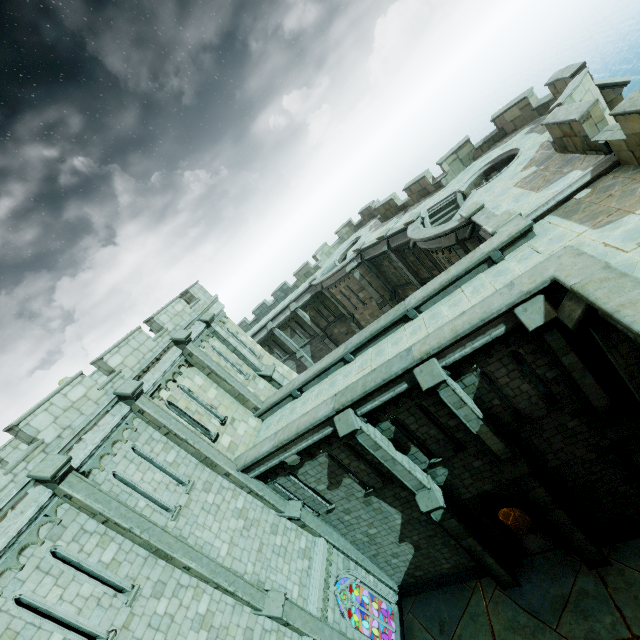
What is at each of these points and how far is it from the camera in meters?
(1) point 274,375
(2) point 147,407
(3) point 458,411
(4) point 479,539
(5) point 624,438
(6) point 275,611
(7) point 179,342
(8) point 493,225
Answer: (1) stone column, 18.0 m
(2) stone column, 11.5 m
(3) stone column, 9.8 m
(4) stone column, 12.0 m
(5) stone column, 9.1 m
(6) stone column, 10.4 m
(7) stone column, 14.4 m
(8) stair, 11.6 m

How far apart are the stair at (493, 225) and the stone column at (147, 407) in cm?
1294

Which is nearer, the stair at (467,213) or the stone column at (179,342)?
the stair at (467,213)

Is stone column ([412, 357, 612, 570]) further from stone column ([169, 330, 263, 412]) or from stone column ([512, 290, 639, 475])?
stone column ([169, 330, 263, 412])

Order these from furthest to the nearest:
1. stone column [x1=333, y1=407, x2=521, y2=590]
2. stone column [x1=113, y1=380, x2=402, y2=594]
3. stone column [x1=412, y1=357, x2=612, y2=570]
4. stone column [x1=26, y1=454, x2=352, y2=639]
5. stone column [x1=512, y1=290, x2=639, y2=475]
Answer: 1. stone column [x1=113, y1=380, x2=402, y2=594]
2. stone column [x1=333, y1=407, x2=521, y2=590]
3. stone column [x1=412, y1=357, x2=612, y2=570]
4. stone column [x1=26, y1=454, x2=352, y2=639]
5. stone column [x1=512, y1=290, x2=639, y2=475]

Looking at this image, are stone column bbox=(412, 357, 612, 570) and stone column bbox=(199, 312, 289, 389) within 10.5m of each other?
yes

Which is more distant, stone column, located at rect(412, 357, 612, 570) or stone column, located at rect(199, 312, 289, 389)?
stone column, located at rect(199, 312, 289, 389)

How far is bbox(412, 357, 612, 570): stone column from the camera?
9.34m
